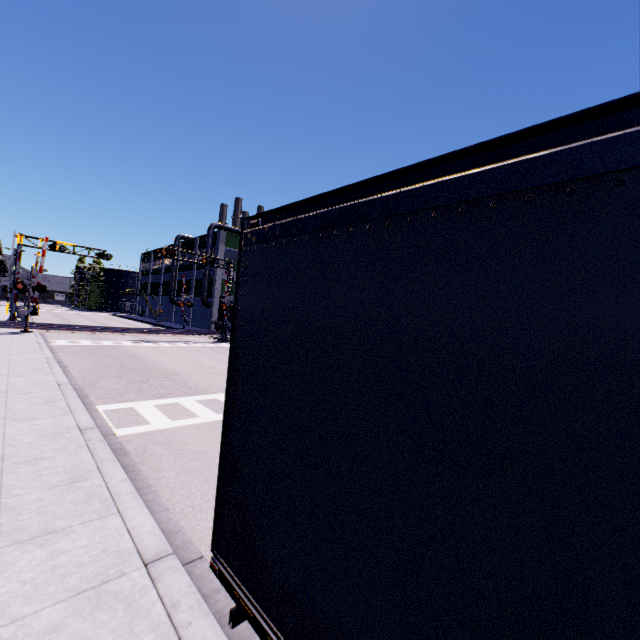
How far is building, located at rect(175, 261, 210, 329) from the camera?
49.7 meters

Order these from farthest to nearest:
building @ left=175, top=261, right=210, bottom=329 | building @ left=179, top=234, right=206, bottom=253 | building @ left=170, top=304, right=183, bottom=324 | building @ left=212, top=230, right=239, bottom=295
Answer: building @ left=170, top=304, right=183, bottom=324, building @ left=179, top=234, right=206, bottom=253, building @ left=175, top=261, right=210, bottom=329, building @ left=212, top=230, right=239, bottom=295

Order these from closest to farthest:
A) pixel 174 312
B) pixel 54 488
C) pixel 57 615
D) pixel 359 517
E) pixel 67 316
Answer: pixel 359 517 < pixel 57 615 < pixel 54 488 < pixel 67 316 < pixel 174 312

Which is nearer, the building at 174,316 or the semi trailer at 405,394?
the semi trailer at 405,394

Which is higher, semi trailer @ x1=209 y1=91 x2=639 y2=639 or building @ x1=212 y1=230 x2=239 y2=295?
building @ x1=212 y1=230 x2=239 y2=295

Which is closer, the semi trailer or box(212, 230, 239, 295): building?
the semi trailer

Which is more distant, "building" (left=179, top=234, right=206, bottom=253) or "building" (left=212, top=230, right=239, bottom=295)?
"building" (left=179, top=234, right=206, bottom=253)

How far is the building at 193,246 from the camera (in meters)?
51.47
